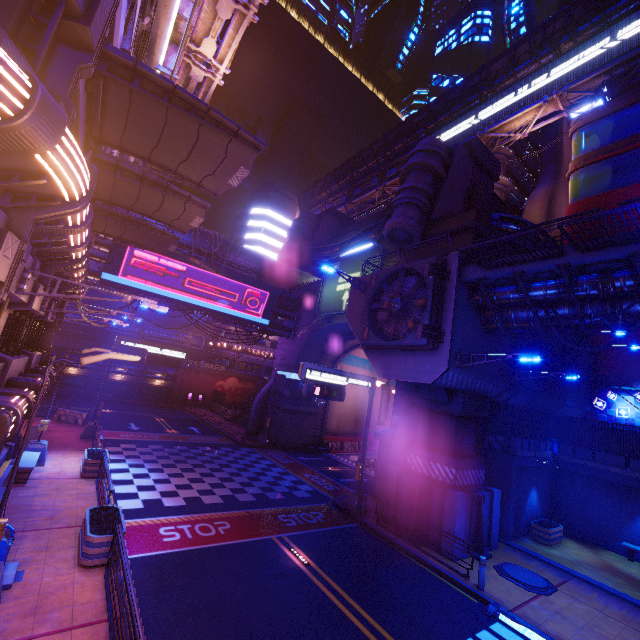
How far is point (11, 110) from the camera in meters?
3.9 m

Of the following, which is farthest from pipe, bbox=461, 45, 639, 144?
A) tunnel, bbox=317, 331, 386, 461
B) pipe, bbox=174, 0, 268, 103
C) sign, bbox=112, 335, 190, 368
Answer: sign, bbox=112, 335, 190, 368

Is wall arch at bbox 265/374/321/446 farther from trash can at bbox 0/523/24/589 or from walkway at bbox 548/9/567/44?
trash can at bbox 0/523/24/589

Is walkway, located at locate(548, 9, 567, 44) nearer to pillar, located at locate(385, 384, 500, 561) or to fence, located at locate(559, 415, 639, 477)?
fence, located at locate(559, 415, 639, 477)

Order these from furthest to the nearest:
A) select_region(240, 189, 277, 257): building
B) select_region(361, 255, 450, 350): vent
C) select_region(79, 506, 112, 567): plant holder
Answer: select_region(240, 189, 277, 257): building → select_region(361, 255, 450, 350): vent → select_region(79, 506, 112, 567): plant holder

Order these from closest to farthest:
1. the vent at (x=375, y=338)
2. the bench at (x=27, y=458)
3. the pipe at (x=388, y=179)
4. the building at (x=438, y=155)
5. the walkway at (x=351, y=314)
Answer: the bench at (x=27, y=458)
the vent at (x=375, y=338)
the walkway at (x=351, y=314)
the building at (x=438, y=155)
the pipe at (x=388, y=179)

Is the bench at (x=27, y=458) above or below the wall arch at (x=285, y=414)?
below

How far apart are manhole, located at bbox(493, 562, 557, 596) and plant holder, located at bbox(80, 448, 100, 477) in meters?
18.4 m
